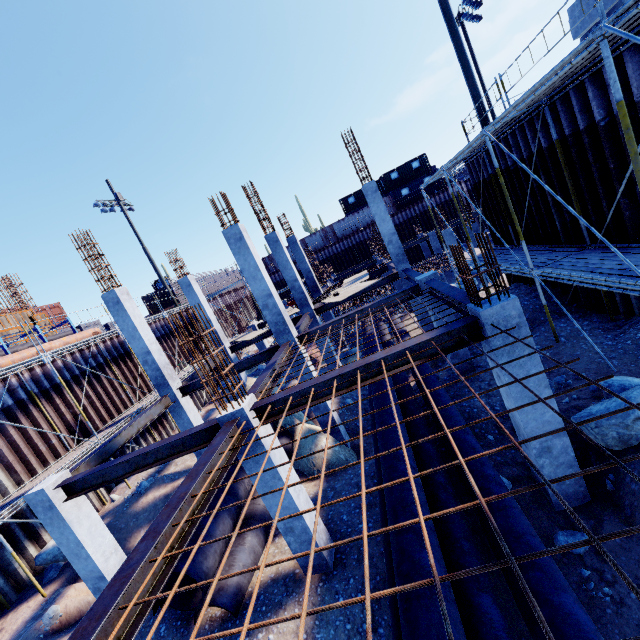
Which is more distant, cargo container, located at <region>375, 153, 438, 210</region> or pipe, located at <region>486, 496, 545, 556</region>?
cargo container, located at <region>375, 153, 438, 210</region>

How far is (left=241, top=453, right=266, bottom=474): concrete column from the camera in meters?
6.1

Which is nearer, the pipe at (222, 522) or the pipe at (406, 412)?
the pipe at (222, 522)

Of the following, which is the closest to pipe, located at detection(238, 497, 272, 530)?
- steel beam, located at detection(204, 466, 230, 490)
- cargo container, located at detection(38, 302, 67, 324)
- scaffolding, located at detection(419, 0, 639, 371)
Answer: steel beam, located at detection(204, 466, 230, 490)

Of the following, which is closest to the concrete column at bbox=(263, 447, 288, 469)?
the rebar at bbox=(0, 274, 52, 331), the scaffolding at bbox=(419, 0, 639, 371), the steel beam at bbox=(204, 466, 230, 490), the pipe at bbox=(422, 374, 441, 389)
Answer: the steel beam at bbox=(204, 466, 230, 490)

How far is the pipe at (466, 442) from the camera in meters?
6.3 m

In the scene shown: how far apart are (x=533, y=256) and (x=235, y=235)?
9.47m

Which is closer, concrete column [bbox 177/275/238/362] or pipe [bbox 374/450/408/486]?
pipe [bbox 374/450/408/486]
